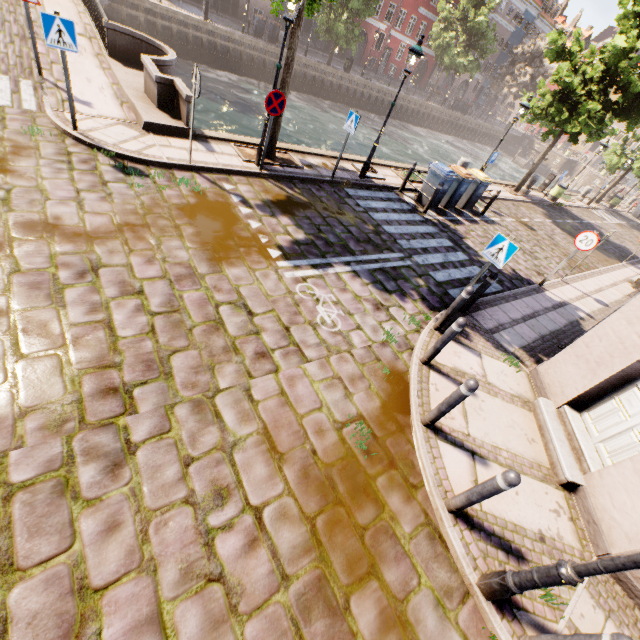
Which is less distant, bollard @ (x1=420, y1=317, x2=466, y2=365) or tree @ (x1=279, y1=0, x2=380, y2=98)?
bollard @ (x1=420, y1=317, x2=466, y2=365)

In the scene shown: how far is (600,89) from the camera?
14.5 meters

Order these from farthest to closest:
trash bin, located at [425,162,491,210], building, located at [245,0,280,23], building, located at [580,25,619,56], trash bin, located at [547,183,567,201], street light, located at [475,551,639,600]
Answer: building, located at [580,25,619,56] → building, located at [245,0,280,23] → trash bin, located at [547,183,567,201] → trash bin, located at [425,162,491,210] → street light, located at [475,551,639,600]

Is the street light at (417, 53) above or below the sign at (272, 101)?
above

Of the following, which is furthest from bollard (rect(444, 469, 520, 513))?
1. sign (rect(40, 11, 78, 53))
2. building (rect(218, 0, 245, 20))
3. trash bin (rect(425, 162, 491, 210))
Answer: building (rect(218, 0, 245, 20))

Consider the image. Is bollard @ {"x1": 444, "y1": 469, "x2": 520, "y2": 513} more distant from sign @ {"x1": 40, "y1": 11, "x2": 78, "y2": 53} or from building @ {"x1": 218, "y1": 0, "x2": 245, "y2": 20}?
building @ {"x1": 218, "y1": 0, "x2": 245, "y2": 20}

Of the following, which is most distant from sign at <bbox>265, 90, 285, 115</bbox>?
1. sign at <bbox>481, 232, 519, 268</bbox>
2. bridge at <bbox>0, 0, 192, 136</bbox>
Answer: sign at <bbox>481, 232, 519, 268</bbox>

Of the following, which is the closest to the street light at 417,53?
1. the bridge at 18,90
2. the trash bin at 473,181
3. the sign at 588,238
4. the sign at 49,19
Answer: the bridge at 18,90
